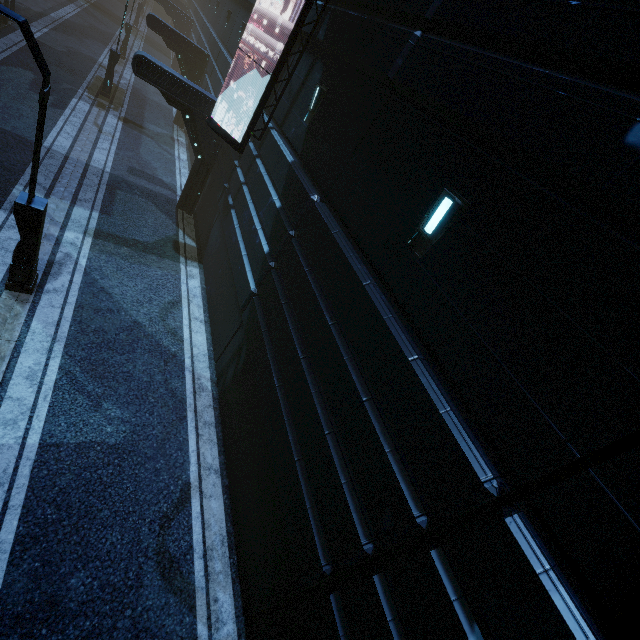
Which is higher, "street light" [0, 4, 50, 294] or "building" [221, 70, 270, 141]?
"building" [221, 70, 270, 141]

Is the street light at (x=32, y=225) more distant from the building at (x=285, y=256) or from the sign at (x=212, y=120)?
the sign at (x=212, y=120)

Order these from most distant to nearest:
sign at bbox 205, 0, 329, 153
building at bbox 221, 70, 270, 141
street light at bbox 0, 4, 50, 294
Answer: building at bbox 221, 70, 270, 141
sign at bbox 205, 0, 329, 153
street light at bbox 0, 4, 50, 294

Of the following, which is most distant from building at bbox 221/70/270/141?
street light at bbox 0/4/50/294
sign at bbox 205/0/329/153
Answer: street light at bbox 0/4/50/294

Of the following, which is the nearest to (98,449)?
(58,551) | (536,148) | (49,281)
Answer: (58,551)

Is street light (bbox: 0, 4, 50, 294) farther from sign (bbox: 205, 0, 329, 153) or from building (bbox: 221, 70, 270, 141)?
sign (bbox: 205, 0, 329, 153)

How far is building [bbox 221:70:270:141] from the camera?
11.4m
